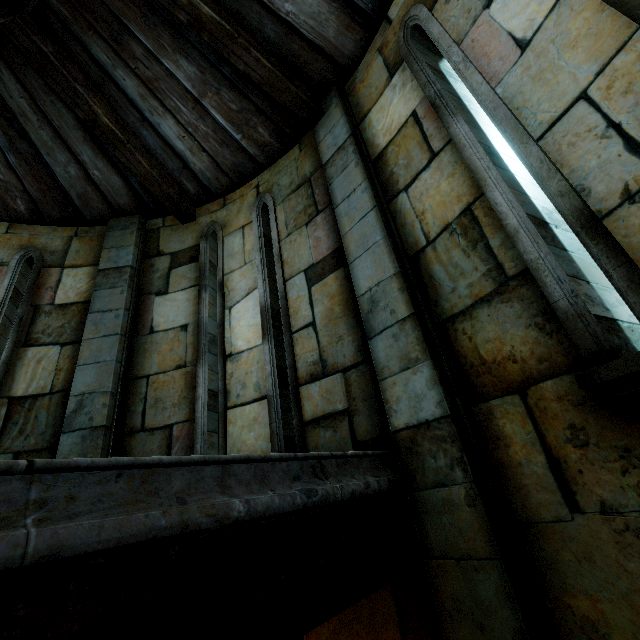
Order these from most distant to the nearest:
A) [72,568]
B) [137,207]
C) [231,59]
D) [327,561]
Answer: [137,207]
[231,59]
[327,561]
[72,568]
